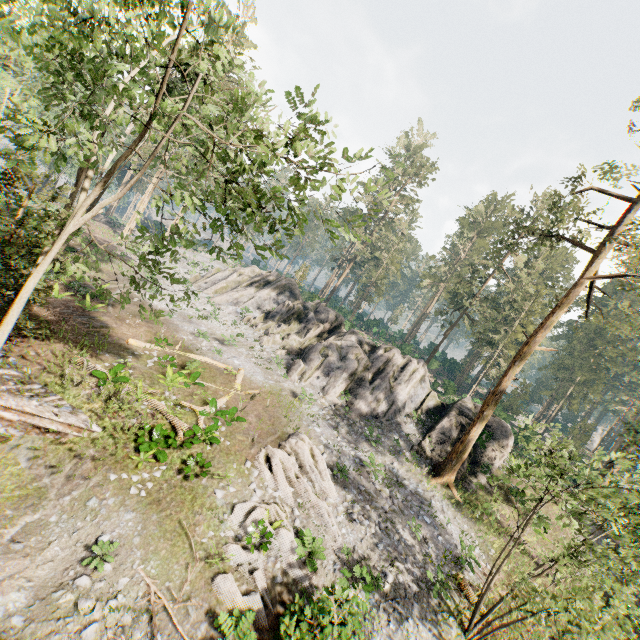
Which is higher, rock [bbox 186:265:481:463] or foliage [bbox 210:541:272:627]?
rock [bbox 186:265:481:463]

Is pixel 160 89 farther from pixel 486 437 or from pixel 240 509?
pixel 486 437

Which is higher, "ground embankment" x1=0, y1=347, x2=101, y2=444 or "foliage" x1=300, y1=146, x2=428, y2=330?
"foliage" x1=300, y1=146, x2=428, y2=330

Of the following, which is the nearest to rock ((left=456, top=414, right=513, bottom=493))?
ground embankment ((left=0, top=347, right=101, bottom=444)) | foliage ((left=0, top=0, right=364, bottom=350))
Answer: foliage ((left=0, top=0, right=364, bottom=350))

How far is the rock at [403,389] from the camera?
24.5m

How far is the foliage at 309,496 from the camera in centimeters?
1478cm
